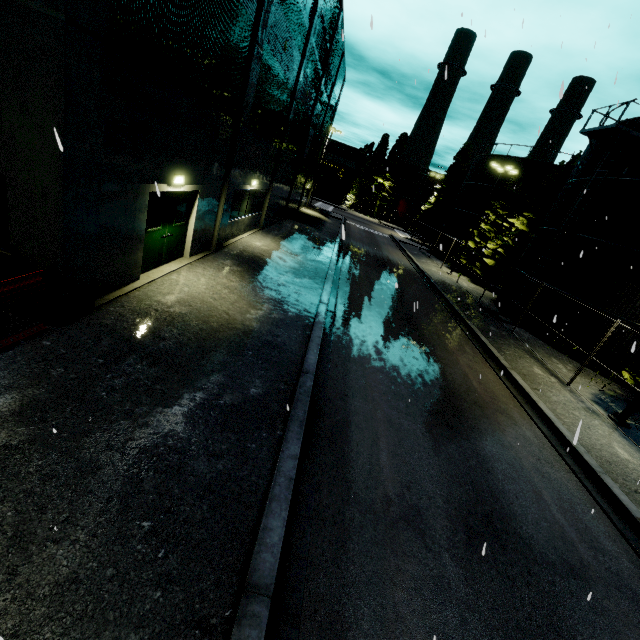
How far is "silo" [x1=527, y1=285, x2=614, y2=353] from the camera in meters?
16.7 m

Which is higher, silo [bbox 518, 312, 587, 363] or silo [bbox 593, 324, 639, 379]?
silo [bbox 593, 324, 639, 379]

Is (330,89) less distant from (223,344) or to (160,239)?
(160,239)

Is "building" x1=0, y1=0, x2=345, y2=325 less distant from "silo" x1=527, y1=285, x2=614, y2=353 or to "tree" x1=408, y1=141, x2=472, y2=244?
"silo" x1=527, y1=285, x2=614, y2=353

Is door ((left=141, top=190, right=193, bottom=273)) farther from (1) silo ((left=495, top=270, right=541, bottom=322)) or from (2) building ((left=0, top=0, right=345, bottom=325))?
(1) silo ((left=495, top=270, right=541, bottom=322))

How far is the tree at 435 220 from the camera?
44.8 meters

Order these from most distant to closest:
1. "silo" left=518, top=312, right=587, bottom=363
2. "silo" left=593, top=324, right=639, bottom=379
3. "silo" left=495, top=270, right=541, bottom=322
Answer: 1. "silo" left=495, top=270, right=541, bottom=322
2. "silo" left=518, top=312, right=587, bottom=363
3. "silo" left=593, top=324, right=639, bottom=379

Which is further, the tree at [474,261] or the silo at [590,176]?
the tree at [474,261]
